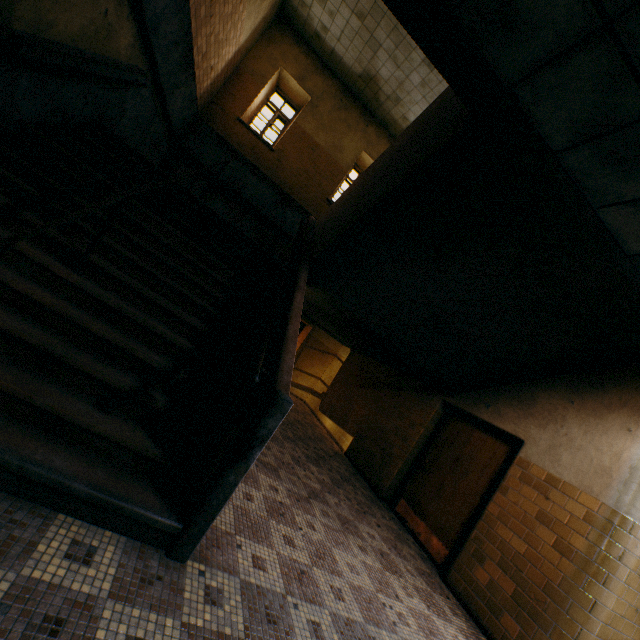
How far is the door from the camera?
4.69m

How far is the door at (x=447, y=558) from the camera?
4.69m

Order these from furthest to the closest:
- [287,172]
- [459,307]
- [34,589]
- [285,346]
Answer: [287,172], [459,307], [285,346], [34,589]

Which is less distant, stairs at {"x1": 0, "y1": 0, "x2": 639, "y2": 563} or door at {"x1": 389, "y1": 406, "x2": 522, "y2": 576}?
stairs at {"x1": 0, "y1": 0, "x2": 639, "y2": 563}

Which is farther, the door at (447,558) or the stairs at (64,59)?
the door at (447,558)
